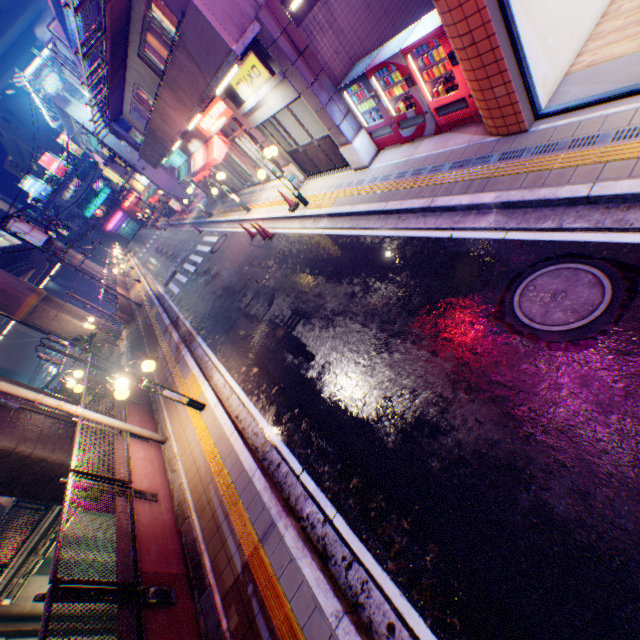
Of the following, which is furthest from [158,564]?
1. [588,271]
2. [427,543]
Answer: [588,271]

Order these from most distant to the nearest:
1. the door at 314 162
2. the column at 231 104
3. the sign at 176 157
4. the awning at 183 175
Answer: the sign at 176 157 < the awning at 183 175 < the column at 231 104 < the door at 314 162

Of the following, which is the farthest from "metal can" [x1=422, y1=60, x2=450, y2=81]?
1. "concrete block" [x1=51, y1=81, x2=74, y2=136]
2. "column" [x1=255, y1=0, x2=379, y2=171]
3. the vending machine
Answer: "concrete block" [x1=51, y1=81, x2=74, y2=136]

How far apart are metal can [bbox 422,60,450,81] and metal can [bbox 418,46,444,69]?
0.1 meters

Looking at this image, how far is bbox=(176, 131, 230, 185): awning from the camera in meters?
14.2

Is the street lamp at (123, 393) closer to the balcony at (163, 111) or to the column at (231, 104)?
the balcony at (163, 111)

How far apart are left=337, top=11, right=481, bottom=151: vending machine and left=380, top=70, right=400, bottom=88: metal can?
0.0m

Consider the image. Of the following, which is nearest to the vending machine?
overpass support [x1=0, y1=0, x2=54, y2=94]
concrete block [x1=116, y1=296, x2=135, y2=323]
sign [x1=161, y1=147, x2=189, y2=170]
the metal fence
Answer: the metal fence
